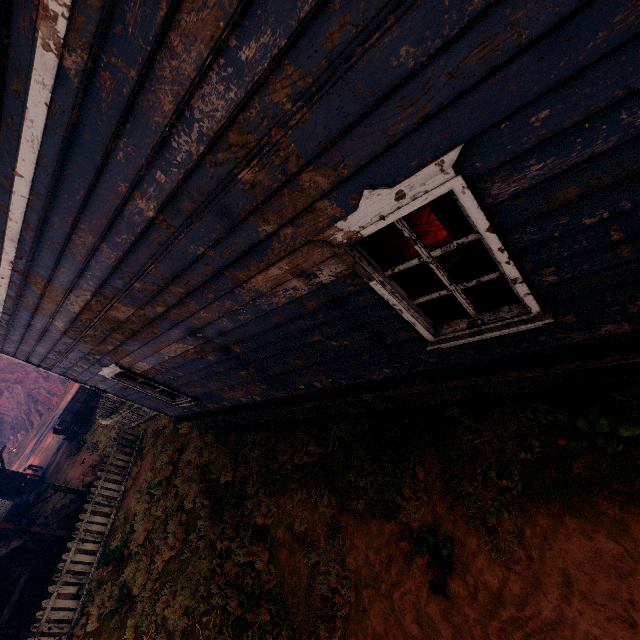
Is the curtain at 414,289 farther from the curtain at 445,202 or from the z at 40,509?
the z at 40,509

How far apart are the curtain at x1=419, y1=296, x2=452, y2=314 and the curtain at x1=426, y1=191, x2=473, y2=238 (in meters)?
0.35

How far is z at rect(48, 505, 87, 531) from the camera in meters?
12.4

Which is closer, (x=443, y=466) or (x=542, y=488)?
(x=542, y=488)

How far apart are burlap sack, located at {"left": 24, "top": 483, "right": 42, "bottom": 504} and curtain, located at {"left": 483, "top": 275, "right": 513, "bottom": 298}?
28.4 meters

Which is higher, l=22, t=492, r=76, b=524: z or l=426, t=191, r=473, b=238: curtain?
l=426, t=191, r=473, b=238: curtain

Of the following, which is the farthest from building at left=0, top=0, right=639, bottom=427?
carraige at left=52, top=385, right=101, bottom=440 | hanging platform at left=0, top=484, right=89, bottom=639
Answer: carraige at left=52, top=385, right=101, bottom=440

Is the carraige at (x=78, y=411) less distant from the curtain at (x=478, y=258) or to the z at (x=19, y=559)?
the z at (x=19, y=559)
